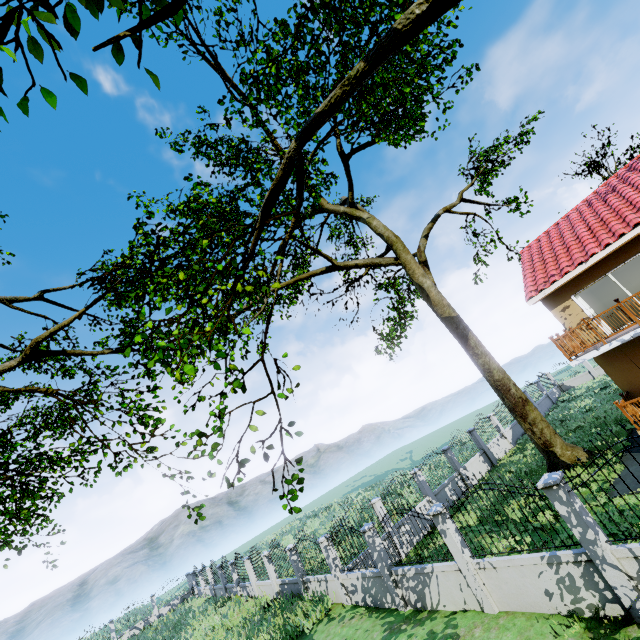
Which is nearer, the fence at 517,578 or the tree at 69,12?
the tree at 69,12

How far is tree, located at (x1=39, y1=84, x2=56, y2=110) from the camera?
2.6m

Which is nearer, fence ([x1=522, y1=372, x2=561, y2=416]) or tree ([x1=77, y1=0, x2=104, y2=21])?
tree ([x1=77, y1=0, x2=104, y2=21])

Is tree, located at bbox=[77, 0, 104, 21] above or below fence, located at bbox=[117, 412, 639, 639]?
above

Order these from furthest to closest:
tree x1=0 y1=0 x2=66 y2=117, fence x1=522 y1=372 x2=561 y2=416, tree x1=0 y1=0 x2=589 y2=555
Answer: fence x1=522 y1=372 x2=561 y2=416 → tree x1=0 y1=0 x2=589 y2=555 → tree x1=0 y1=0 x2=66 y2=117

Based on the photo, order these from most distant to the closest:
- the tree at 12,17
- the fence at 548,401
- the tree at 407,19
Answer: the fence at 548,401
the tree at 407,19
the tree at 12,17

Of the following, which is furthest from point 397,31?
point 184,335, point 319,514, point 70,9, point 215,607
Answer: point 319,514
